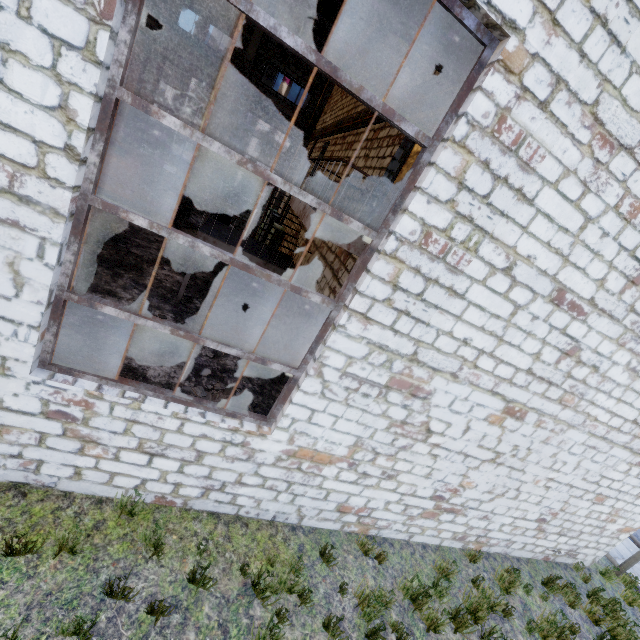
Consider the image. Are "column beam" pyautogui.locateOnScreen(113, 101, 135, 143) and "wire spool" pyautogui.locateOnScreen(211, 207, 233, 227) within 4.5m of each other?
no

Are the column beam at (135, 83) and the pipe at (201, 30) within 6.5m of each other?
yes

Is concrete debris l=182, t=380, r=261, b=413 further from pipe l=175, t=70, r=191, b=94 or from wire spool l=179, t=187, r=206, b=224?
pipe l=175, t=70, r=191, b=94

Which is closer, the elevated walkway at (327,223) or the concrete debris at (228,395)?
the elevated walkway at (327,223)

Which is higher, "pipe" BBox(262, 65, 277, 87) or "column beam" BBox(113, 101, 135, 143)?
"pipe" BBox(262, 65, 277, 87)

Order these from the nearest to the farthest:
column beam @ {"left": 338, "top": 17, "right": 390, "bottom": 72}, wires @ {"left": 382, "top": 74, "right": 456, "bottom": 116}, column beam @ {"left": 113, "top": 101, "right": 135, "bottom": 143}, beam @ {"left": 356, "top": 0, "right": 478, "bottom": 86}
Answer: beam @ {"left": 356, "top": 0, "right": 478, "bottom": 86}
wires @ {"left": 382, "top": 74, "right": 456, "bottom": 116}
column beam @ {"left": 338, "top": 17, "right": 390, "bottom": 72}
column beam @ {"left": 113, "top": 101, "right": 135, "bottom": 143}

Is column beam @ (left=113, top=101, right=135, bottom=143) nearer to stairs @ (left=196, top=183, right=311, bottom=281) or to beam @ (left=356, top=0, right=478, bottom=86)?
stairs @ (left=196, top=183, right=311, bottom=281)

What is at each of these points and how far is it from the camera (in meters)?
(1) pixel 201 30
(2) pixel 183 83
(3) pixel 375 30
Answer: (1) pipe, 16.84
(2) pipe, 17.67
(3) column beam, 11.18
